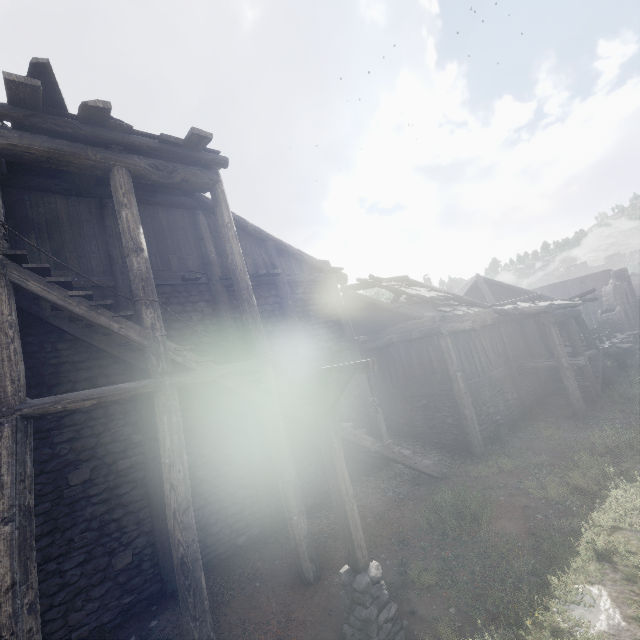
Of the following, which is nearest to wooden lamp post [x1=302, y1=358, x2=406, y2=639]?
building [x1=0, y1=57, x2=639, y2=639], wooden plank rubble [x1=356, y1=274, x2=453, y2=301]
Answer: building [x1=0, y1=57, x2=639, y2=639]

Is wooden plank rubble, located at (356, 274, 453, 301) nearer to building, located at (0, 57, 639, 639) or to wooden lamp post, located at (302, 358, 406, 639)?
building, located at (0, 57, 639, 639)

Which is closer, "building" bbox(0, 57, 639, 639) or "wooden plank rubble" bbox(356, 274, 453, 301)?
"building" bbox(0, 57, 639, 639)

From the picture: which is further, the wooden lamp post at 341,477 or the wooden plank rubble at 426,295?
the wooden plank rubble at 426,295

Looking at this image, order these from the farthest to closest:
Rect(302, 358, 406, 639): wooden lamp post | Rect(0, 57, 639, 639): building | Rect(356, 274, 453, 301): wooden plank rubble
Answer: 1. Rect(356, 274, 453, 301): wooden plank rubble
2. Rect(0, 57, 639, 639): building
3. Rect(302, 358, 406, 639): wooden lamp post

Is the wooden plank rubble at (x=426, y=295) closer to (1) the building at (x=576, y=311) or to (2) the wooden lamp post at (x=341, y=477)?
(1) the building at (x=576, y=311)

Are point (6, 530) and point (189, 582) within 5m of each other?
yes

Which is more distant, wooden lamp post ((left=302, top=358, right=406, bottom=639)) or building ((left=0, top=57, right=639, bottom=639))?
building ((left=0, top=57, right=639, bottom=639))
